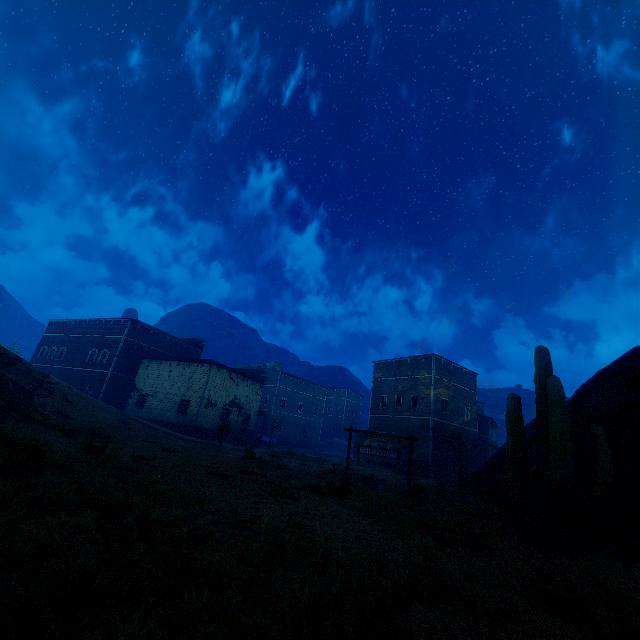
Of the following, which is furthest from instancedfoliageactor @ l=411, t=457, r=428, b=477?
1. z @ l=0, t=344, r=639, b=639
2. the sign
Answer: the sign

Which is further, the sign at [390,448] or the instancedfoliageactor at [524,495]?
the sign at [390,448]

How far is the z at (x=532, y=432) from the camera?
8.4 meters

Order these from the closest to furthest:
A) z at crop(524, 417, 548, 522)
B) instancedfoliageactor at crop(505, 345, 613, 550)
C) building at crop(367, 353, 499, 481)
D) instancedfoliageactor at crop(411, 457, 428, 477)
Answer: instancedfoliageactor at crop(505, 345, 613, 550), z at crop(524, 417, 548, 522), instancedfoliageactor at crop(411, 457, 428, 477), building at crop(367, 353, 499, 481)

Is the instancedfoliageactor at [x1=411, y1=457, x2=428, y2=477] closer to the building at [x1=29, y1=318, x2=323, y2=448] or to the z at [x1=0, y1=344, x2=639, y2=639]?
the z at [x1=0, y1=344, x2=639, y2=639]

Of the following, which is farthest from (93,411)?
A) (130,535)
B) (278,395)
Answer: (278,395)

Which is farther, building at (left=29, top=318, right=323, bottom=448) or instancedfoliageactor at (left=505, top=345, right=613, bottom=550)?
building at (left=29, top=318, right=323, bottom=448)

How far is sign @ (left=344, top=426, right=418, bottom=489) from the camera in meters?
14.4 m
